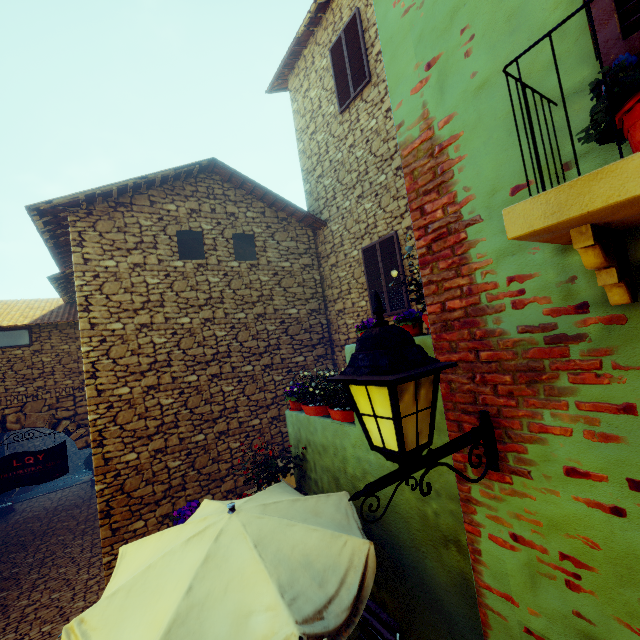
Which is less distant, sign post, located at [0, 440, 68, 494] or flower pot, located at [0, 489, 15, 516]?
sign post, located at [0, 440, 68, 494]

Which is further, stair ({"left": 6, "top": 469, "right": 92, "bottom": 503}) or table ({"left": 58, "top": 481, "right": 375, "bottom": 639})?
stair ({"left": 6, "top": 469, "right": 92, "bottom": 503})

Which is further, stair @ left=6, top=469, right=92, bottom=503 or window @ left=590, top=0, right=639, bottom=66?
stair @ left=6, top=469, right=92, bottom=503

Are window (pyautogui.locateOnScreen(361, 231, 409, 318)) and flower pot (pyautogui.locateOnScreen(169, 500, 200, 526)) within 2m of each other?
no

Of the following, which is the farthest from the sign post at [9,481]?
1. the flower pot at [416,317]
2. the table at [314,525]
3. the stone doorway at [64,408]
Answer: the flower pot at [416,317]

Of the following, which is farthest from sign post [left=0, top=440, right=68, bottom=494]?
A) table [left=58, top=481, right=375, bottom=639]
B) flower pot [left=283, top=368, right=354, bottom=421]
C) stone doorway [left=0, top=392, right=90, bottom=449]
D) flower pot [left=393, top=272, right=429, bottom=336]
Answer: flower pot [left=393, top=272, right=429, bottom=336]

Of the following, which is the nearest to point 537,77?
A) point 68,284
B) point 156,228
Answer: point 156,228

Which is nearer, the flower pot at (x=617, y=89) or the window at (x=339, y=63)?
the flower pot at (x=617, y=89)
